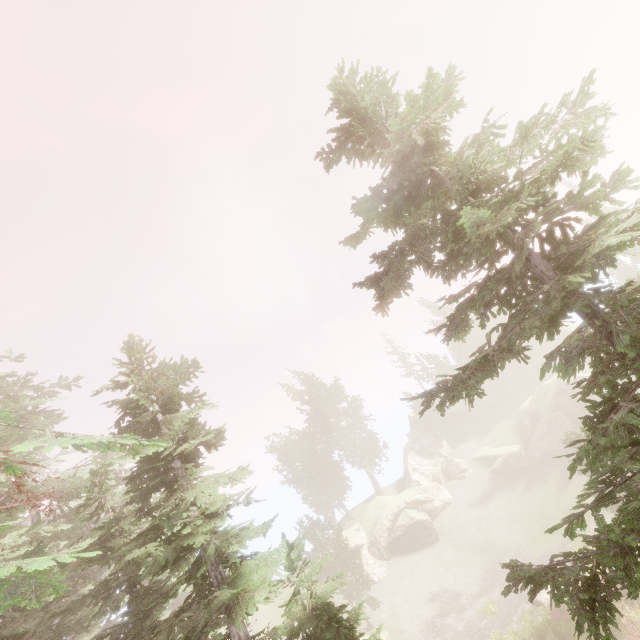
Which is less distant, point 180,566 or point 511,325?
point 511,325

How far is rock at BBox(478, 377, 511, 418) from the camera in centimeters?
5096cm

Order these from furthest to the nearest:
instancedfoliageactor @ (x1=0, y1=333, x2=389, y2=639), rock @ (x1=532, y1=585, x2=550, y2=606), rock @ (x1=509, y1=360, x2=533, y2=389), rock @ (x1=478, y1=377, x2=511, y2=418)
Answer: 1. rock @ (x1=509, y1=360, x2=533, y2=389)
2. rock @ (x1=478, y1=377, x2=511, y2=418)
3. rock @ (x1=532, y1=585, x2=550, y2=606)
4. instancedfoliageactor @ (x1=0, y1=333, x2=389, y2=639)

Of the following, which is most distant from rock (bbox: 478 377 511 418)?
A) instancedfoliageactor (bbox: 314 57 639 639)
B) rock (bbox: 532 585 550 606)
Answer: rock (bbox: 532 585 550 606)

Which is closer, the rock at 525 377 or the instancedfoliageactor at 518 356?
the instancedfoliageactor at 518 356
